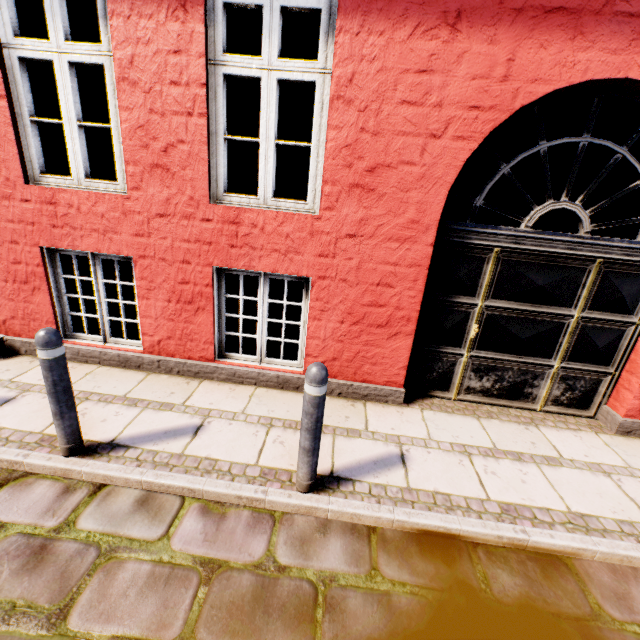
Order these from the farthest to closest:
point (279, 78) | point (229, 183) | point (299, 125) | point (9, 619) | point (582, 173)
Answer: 1. point (229, 183)
2. point (299, 125)
3. point (582, 173)
4. point (279, 78)
5. point (9, 619)

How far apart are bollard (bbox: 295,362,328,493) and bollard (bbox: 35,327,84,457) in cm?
185

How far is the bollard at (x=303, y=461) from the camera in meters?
2.2

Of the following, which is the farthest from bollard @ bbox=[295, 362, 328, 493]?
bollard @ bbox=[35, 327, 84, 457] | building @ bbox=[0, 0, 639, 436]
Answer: bollard @ bbox=[35, 327, 84, 457]

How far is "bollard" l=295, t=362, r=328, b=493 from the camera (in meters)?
2.21

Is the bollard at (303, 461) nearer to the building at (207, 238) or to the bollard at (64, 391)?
the building at (207, 238)

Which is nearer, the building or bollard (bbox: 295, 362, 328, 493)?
bollard (bbox: 295, 362, 328, 493)
